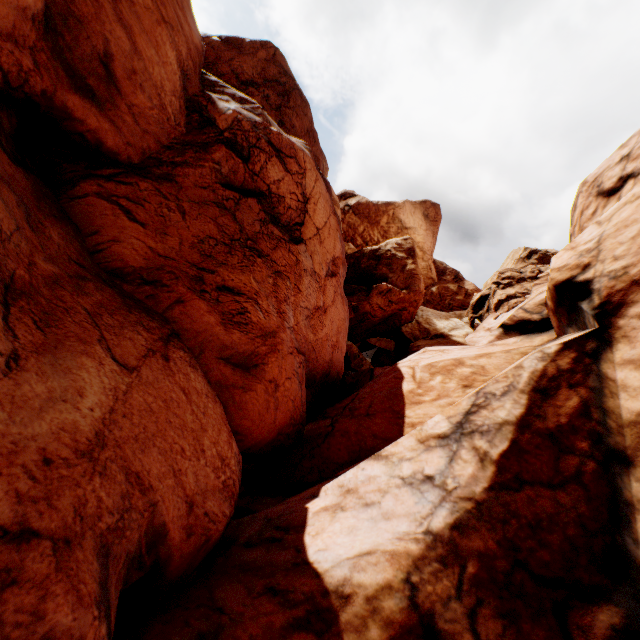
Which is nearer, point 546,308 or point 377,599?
point 377,599
